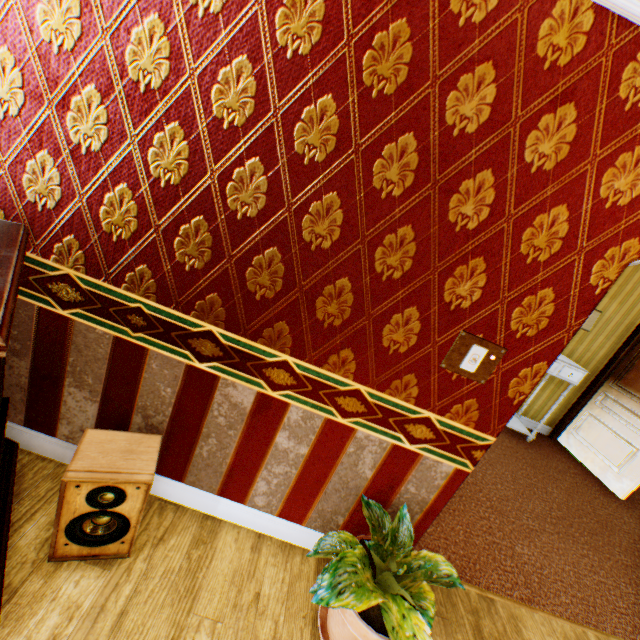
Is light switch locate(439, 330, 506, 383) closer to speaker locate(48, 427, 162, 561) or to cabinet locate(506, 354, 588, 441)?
speaker locate(48, 427, 162, 561)

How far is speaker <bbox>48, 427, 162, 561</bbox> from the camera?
1.44m

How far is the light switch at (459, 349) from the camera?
1.6m

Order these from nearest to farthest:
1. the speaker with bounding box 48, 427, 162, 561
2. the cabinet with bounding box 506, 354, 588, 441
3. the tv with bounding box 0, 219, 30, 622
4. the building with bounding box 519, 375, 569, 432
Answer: the tv with bounding box 0, 219, 30, 622, the speaker with bounding box 48, 427, 162, 561, the cabinet with bounding box 506, 354, 588, 441, the building with bounding box 519, 375, 569, 432

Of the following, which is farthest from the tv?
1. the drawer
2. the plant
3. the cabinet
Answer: the drawer

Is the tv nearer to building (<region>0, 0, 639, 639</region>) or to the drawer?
building (<region>0, 0, 639, 639</region>)

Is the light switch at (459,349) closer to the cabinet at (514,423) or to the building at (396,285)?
the building at (396,285)

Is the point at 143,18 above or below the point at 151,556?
above
